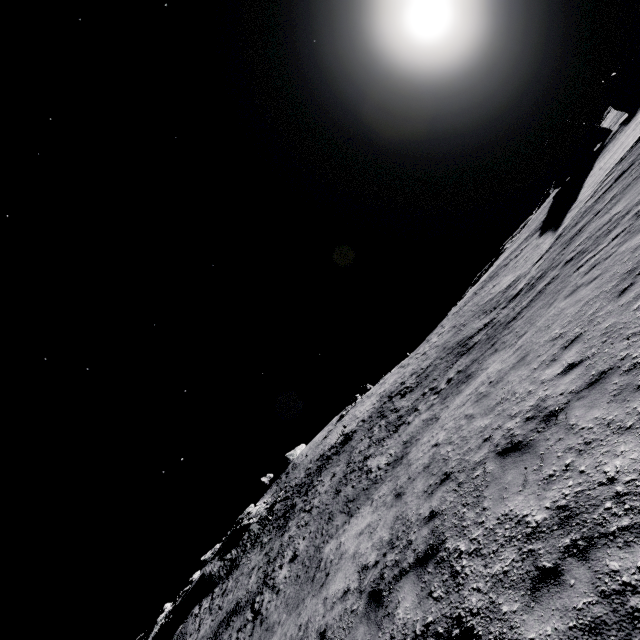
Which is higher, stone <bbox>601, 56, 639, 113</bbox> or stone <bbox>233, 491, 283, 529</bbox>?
stone <bbox>233, 491, 283, 529</bbox>

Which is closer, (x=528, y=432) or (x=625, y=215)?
(x=528, y=432)

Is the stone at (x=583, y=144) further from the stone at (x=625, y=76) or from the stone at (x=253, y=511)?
the stone at (x=253, y=511)

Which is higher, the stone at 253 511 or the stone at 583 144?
the stone at 253 511

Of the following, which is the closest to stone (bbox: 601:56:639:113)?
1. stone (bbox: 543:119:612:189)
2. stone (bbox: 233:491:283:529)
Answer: stone (bbox: 543:119:612:189)

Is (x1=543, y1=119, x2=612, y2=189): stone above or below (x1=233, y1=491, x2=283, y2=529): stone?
below

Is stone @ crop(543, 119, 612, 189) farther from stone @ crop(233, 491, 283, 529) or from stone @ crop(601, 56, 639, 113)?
stone @ crop(233, 491, 283, 529)

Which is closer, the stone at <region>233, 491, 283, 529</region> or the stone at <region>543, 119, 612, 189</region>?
the stone at <region>543, 119, 612, 189</region>
